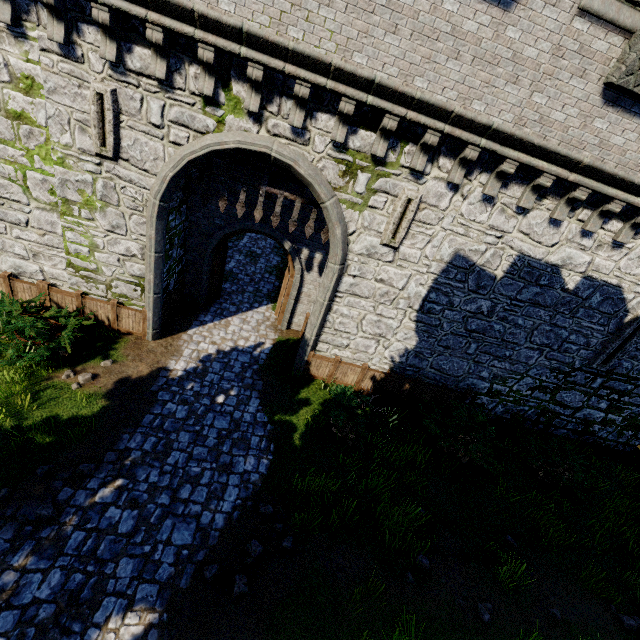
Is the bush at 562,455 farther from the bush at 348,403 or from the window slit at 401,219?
the window slit at 401,219

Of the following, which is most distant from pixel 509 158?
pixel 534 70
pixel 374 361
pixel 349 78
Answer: pixel 374 361

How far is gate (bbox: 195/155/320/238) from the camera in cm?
838

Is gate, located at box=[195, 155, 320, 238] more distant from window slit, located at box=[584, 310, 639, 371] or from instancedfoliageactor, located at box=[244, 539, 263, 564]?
window slit, located at box=[584, 310, 639, 371]

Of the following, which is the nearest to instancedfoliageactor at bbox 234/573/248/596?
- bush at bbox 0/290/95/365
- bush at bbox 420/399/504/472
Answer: bush at bbox 420/399/504/472

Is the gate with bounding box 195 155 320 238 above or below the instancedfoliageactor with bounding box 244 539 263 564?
above

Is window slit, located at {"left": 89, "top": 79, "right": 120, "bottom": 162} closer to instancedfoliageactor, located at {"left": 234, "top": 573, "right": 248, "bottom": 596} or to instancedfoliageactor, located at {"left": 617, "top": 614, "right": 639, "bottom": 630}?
instancedfoliageactor, located at {"left": 234, "top": 573, "right": 248, "bottom": 596}

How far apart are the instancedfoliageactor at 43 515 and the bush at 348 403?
6.09m
